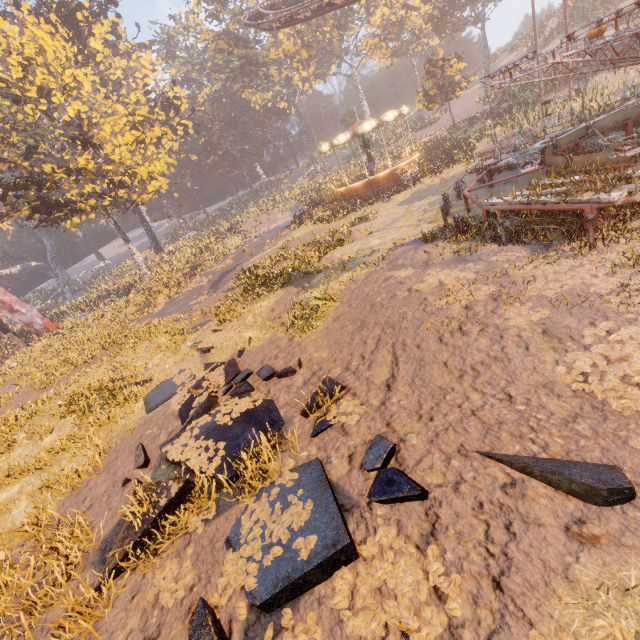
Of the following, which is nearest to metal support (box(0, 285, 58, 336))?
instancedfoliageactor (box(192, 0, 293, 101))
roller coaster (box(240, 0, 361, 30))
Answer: roller coaster (box(240, 0, 361, 30))

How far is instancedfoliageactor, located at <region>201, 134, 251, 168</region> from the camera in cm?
5703

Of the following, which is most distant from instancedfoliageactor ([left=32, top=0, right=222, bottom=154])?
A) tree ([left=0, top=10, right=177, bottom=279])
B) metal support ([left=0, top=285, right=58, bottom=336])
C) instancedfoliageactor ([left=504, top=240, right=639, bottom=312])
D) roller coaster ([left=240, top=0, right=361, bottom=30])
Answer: instancedfoliageactor ([left=504, top=240, right=639, bottom=312])

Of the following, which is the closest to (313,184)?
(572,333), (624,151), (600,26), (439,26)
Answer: (439,26)

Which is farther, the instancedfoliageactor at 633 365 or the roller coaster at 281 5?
the roller coaster at 281 5

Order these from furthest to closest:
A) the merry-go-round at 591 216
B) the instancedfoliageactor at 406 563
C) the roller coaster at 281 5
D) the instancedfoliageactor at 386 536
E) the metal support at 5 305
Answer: the roller coaster at 281 5
the metal support at 5 305
the merry-go-round at 591 216
the instancedfoliageactor at 386 536
the instancedfoliageactor at 406 563

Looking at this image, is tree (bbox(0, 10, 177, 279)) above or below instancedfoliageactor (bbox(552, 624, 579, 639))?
above

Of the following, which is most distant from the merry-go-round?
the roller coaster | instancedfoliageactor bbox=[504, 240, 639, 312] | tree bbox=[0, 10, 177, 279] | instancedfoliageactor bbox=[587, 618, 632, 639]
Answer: tree bbox=[0, 10, 177, 279]
